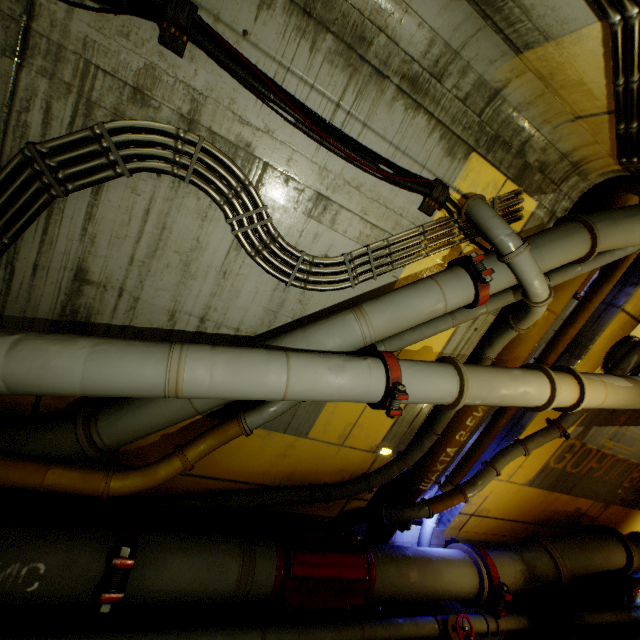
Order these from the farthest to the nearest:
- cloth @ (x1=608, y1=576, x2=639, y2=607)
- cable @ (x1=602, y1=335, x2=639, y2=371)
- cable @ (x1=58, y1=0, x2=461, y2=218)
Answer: cloth @ (x1=608, y1=576, x2=639, y2=607)
cable @ (x1=602, y1=335, x2=639, y2=371)
cable @ (x1=58, y1=0, x2=461, y2=218)

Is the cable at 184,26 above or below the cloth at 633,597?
above

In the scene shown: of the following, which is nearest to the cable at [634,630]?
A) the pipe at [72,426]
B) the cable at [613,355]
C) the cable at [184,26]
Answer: the pipe at [72,426]

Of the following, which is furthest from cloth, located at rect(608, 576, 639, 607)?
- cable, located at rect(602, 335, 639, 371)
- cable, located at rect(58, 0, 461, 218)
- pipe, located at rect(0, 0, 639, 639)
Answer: cable, located at rect(58, 0, 461, 218)

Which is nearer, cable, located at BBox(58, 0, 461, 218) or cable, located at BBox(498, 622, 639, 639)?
cable, located at BBox(58, 0, 461, 218)

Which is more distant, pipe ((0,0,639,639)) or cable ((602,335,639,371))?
cable ((602,335,639,371))

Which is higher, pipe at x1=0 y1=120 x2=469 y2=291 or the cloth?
pipe at x1=0 y1=120 x2=469 y2=291

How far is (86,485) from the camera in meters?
3.0
